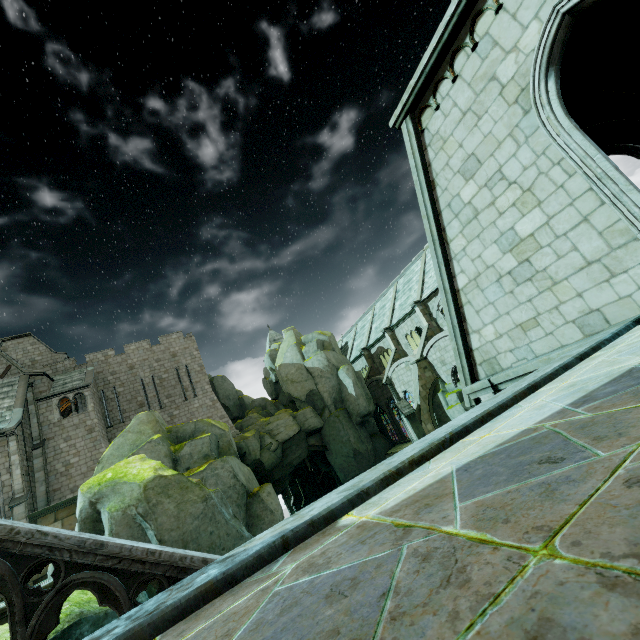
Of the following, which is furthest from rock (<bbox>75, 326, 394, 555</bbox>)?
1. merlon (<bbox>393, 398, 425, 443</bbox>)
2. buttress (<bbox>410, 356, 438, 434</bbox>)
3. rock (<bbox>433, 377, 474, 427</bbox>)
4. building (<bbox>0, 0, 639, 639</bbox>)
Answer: merlon (<bbox>393, 398, 425, 443</bbox>)

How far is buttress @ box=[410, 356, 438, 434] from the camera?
25.4m

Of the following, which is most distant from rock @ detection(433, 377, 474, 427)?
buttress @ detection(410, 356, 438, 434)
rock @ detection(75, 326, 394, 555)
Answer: rock @ detection(75, 326, 394, 555)

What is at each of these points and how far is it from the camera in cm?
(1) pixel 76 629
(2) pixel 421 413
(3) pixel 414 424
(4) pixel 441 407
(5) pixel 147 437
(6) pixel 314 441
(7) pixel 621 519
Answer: (1) rock, 571
(2) buttress, 2558
(3) merlon, 2486
(4) rock, 2617
(5) rock, 1983
(6) archway, 3259
(7) building, 86

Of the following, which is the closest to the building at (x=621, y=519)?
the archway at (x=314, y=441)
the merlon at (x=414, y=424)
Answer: the merlon at (x=414, y=424)

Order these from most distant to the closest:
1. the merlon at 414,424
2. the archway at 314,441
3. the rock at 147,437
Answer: the archway at 314,441, the merlon at 414,424, the rock at 147,437

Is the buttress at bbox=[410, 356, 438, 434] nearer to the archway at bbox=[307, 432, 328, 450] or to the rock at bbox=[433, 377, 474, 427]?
the rock at bbox=[433, 377, 474, 427]

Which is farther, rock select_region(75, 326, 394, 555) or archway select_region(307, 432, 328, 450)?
archway select_region(307, 432, 328, 450)
